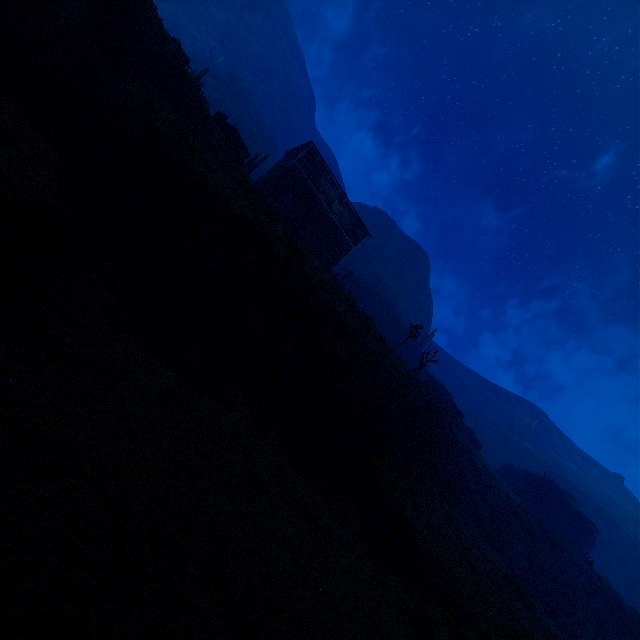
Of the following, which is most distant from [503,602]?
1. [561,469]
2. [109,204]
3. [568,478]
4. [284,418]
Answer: [561,469]

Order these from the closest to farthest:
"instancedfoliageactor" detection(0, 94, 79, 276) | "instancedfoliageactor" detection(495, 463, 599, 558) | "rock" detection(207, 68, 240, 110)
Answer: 1. "instancedfoliageactor" detection(0, 94, 79, 276)
2. "instancedfoliageactor" detection(495, 463, 599, 558)
3. "rock" detection(207, 68, 240, 110)

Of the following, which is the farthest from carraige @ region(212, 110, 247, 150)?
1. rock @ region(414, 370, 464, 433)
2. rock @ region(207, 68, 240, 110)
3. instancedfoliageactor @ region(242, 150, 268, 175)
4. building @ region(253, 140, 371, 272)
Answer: rock @ region(414, 370, 464, 433)

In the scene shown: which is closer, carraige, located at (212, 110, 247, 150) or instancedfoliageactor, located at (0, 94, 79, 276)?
instancedfoliageactor, located at (0, 94, 79, 276)

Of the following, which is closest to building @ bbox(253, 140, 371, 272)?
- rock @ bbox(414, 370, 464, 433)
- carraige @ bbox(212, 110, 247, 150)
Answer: carraige @ bbox(212, 110, 247, 150)

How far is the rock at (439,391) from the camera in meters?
25.6

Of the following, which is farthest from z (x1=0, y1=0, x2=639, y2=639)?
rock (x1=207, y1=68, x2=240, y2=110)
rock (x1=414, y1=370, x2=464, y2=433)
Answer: rock (x1=414, y1=370, x2=464, y2=433)

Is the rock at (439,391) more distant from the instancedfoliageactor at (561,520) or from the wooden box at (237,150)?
the wooden box at (237,150)
